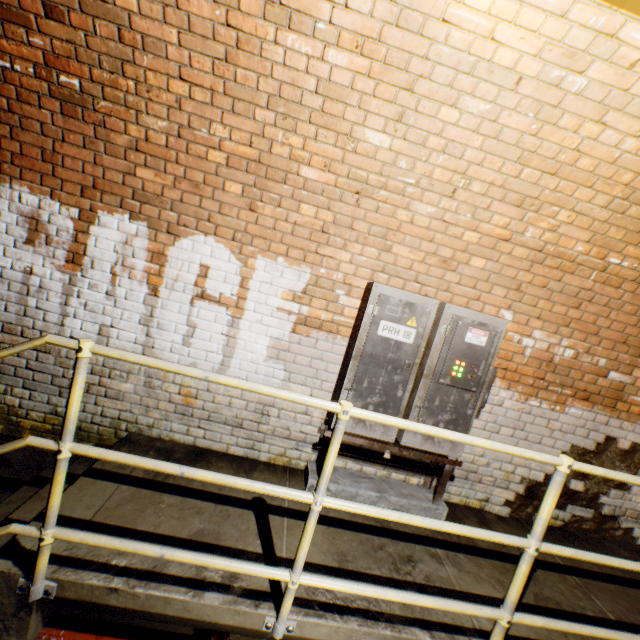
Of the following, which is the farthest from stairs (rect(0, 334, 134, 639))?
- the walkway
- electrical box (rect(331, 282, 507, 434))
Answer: electrical box (rect(331, 282, 507, 434))

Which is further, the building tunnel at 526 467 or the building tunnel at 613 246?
the building tunnel at 526 467

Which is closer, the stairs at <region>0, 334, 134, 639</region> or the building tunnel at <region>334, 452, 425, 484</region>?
the stairs at <region>0, 334, 134, 639</region>

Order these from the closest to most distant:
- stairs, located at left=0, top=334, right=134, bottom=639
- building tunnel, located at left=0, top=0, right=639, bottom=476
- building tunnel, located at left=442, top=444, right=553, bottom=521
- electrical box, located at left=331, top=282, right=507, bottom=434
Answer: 1. stairs, located at left=0, top=334, right=134, bottom=639
2. building tunnel, located at left=0, top=0, right=639, bottom=476
3. electrical box, located at left=331, top=282, right=507, bottom=434
4. building tunnel, located at left=442, top=444, right=553, bottom=521

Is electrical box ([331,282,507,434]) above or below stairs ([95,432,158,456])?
above

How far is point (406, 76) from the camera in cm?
209

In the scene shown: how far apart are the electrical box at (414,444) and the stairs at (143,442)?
1.5m

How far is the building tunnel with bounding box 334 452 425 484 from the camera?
3.16m
